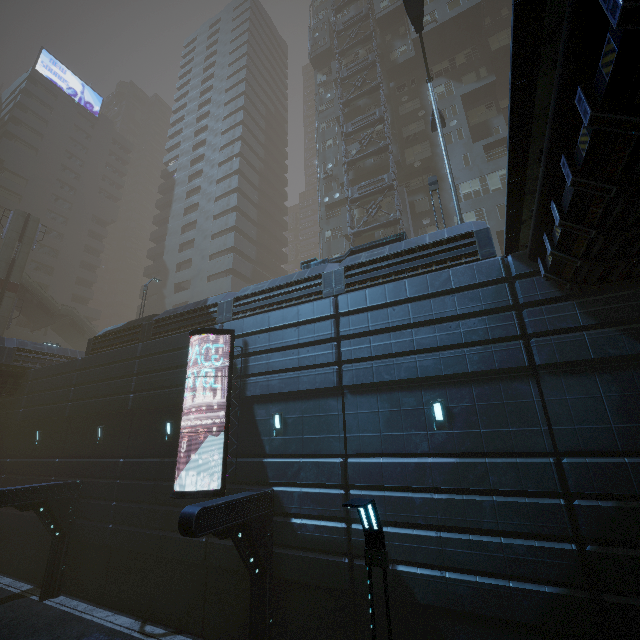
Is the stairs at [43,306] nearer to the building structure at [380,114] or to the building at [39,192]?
the building at [39,192]

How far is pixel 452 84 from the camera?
30.7 meters

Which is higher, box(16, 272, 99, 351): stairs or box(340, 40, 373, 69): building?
box(340, 40, 373, 69): building

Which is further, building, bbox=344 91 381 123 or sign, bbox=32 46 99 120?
sign, bbox=32 46 99 120

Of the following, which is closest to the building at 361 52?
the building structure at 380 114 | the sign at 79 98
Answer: the building structure at 380 114

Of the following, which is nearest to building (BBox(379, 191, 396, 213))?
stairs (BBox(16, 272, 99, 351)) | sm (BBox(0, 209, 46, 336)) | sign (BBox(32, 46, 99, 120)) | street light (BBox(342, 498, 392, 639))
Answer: stairs (BBox(16, 272, 99, 351))

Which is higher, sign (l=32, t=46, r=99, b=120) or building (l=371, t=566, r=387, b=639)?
sign (l=32, t=46, r=99, b=120)

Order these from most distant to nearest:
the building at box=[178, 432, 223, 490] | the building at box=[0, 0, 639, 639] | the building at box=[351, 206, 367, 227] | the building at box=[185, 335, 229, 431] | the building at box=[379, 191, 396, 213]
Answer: the building at box=[351, 206, 367, 227]
the building at box=[379, 191, 396, 213]
the building at box=[185, 335, 229, 431]
the building at box=[178, 432, 223, 490]
the building at box=[0, 0, 639, 639]
